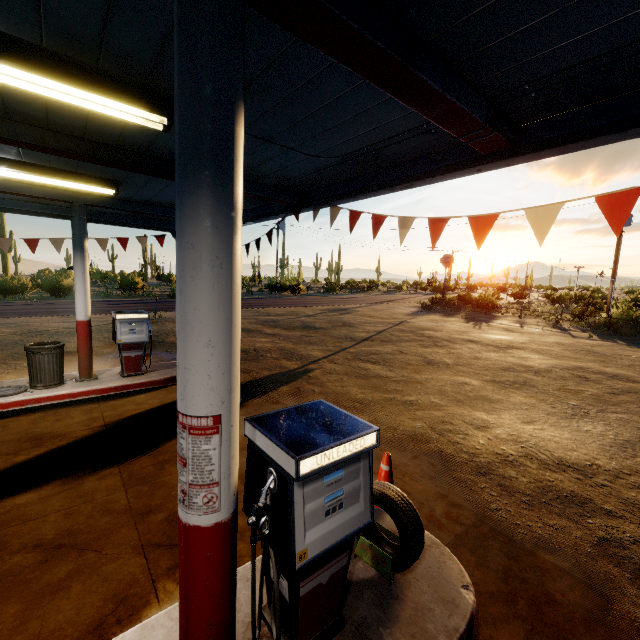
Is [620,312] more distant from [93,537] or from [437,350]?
[93,537]

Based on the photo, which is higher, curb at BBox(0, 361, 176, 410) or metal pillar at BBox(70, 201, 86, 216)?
metal pillar at BBox(70, 201, 86, 216)

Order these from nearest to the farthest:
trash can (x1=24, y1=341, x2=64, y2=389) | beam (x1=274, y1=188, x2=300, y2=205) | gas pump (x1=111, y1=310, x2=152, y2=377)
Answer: beam (x1=274, y1=188, x2=300, y2=205) → trash can (x1=24, y1=341, x2=64, y2=389) → gas pump (x1=111, y1=310, x2=152, y2=377)

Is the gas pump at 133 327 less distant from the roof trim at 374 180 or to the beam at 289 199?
the roof trim at 374 180

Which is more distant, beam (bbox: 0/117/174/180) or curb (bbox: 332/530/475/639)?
beam (bbox: 0/117/174/180)

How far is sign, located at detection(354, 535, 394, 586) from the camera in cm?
269

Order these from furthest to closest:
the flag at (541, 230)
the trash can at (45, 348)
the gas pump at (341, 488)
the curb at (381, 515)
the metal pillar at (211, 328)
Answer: the trash can at (45, 348)
the curb at (381, 515)
the flag at (541, 230)
the gas pump at (341, 488)
the metal pillar at (211, 328)

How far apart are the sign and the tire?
0.0m
